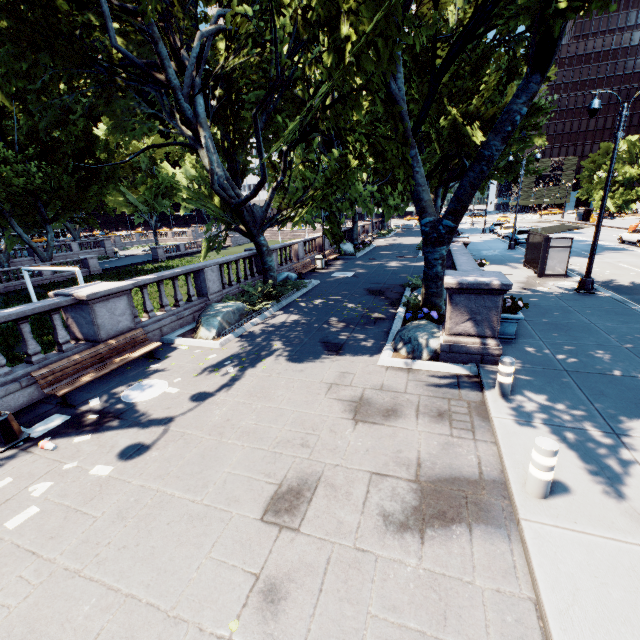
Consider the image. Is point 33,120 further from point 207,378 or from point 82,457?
point 82,457

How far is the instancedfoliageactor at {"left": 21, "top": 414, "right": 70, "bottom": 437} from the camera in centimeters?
647cm

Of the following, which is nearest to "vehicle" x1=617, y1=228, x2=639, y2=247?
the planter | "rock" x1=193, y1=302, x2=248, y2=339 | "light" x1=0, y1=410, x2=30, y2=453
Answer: the planter

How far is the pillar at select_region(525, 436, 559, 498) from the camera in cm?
411

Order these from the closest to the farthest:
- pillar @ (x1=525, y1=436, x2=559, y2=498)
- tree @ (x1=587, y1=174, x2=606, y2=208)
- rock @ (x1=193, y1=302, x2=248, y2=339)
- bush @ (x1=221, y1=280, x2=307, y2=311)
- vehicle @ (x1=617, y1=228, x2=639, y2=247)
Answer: pillar @ (x1=525, y1=436, x2=559, y2=498) → rock @ (x1=193, y1=302, x2=248, y2=339) → bush @ (x1=221, y1=280, x2=307, y2=311) → vehicle @ (x1=617, y1=228, x2=639, y2=247) → tree @ (x1=587, y1=174, x2=606, y2=208)

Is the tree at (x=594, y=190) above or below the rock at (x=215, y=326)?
above

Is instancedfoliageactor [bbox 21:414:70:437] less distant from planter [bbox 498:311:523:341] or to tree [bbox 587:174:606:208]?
tree [bbox 587:174:606:208]

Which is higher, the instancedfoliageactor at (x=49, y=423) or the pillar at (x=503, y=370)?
the pillar at (x=503, y=370)
